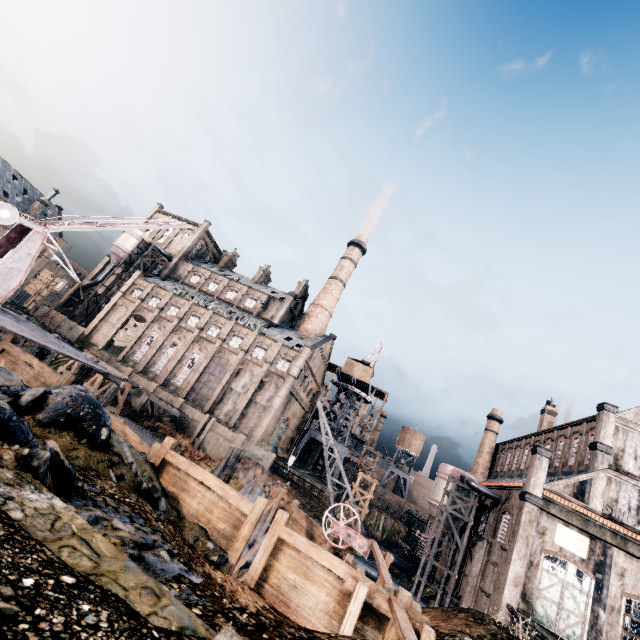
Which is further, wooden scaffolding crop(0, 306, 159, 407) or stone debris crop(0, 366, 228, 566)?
wooden scaffolding crop(0, 306, 159, 407)

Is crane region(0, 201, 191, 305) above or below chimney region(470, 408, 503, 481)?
below

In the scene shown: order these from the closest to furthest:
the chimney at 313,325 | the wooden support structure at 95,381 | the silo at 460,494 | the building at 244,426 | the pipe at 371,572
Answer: the silo at 460,494 → the wooden support structure at 95,381 → the pipe at 371,572 → the building at 244,426 → the chimney at 313,325

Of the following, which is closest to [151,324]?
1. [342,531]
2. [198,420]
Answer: [198,420]

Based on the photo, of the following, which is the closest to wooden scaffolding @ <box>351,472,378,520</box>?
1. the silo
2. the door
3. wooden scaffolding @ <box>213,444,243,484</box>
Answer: the silo

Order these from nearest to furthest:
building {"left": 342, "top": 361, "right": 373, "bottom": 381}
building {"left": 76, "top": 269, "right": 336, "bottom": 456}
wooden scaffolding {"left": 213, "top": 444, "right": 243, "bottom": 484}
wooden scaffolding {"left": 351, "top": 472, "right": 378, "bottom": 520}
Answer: wooden scaffolding {"left": 213, "top": 444, "right": 243, "bottom": 484} → wooden scaffolding {"left": 351, "top": 472, "right": 378, "bottom": 520} → building {"left": 76, "top": 269, "right": 336, "bottom": 456} → building {"left": 342, "top": 361, "right": 373, "bottom": 381}

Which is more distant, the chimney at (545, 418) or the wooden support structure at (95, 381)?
the chimney at (545, 418)

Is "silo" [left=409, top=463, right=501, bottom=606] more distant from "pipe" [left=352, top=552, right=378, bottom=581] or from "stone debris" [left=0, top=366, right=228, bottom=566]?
"stone debris" [left=0, top=366, right=228, bottom=566]
